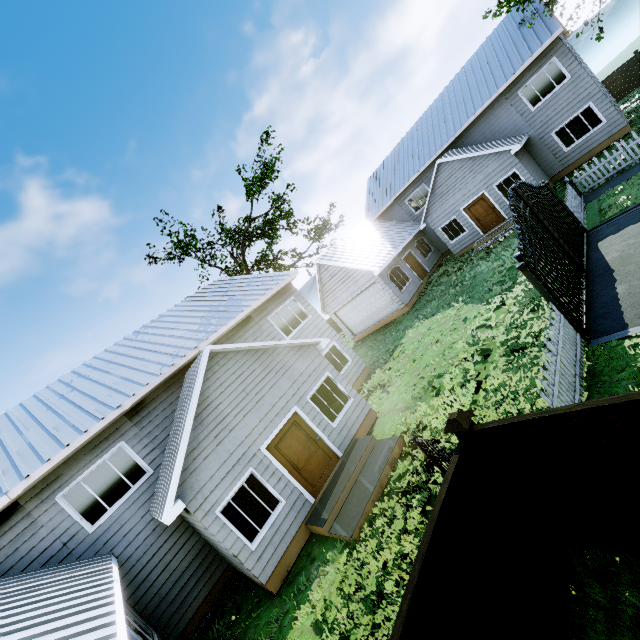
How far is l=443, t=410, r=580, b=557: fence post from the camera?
4.0m

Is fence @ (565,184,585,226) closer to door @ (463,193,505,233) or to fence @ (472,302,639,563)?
fence @ (472,302,639,563)

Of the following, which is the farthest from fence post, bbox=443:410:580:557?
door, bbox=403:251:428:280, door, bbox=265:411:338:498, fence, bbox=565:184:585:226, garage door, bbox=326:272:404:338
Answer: door, bbox=403:251:428:280

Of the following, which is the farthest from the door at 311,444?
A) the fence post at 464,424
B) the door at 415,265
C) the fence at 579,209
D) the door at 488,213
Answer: the door at 488,213

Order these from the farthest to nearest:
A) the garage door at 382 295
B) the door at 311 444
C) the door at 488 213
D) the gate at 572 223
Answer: the garage door at 382 295 < the door at 488 213 < the door at 311 444 < the gate at 572 223

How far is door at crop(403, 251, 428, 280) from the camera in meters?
22.8 m

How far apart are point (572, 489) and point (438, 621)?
2.2 meters

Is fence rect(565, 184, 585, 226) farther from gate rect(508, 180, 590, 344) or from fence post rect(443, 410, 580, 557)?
fence post rect(443, 410, 580, 557)
